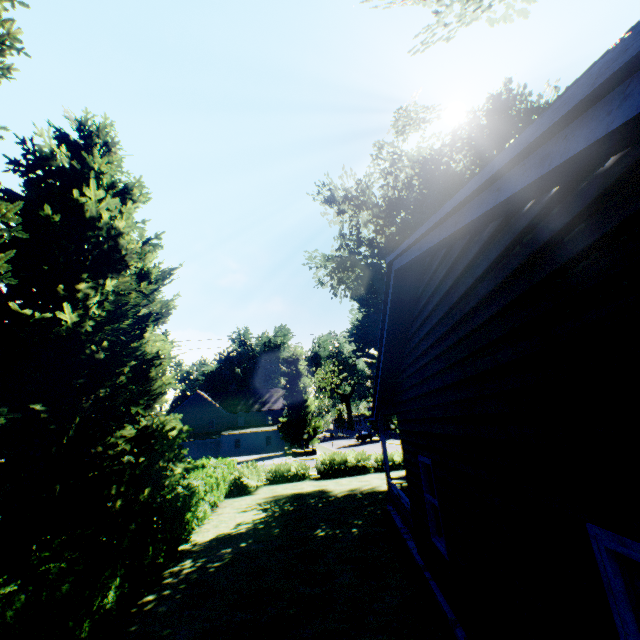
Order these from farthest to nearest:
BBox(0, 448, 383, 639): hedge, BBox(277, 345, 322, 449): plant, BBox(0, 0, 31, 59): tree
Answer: BBox(277, 345, 322, 449): plant → BBox(0, 0, 31, 59): tree → BBox(0, 448, 383, 639): hedge

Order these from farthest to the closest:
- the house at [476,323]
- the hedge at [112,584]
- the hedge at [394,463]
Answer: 1. the hedge at [394,463]
2. the hedge at [112,584]
3. the house at [476,323]

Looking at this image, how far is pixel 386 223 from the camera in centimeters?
2369cm

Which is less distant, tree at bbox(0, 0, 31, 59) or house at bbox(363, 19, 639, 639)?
house at bbox(363, 19, 639, 639)

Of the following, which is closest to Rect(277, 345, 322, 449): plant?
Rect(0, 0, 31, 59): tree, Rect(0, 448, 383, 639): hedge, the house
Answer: Rect(0, 0, 31, 59): tree

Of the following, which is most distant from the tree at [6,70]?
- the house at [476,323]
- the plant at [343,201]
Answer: the house at [476,323]

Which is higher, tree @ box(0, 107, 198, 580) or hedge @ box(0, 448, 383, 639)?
tree @ box(0, 107, 198, 580)
